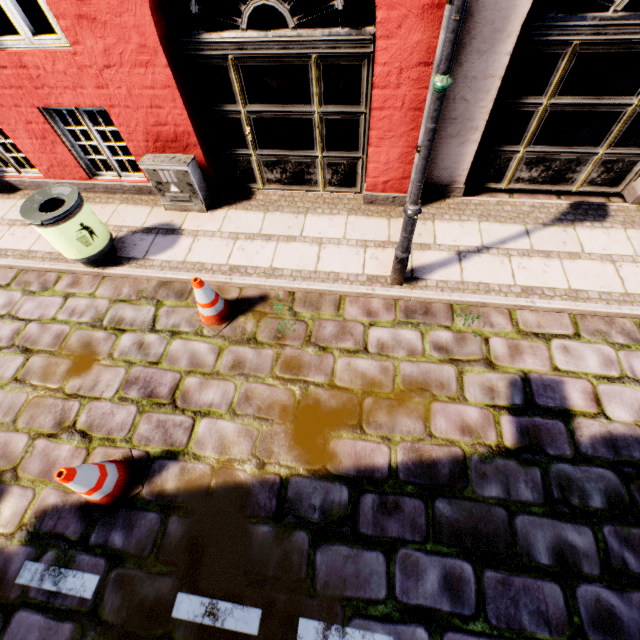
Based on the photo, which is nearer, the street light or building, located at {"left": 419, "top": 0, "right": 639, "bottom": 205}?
the street light

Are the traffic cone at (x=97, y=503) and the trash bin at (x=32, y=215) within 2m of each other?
no

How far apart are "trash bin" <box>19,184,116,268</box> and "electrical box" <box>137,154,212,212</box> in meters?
0.9

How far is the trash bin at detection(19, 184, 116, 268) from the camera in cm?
403

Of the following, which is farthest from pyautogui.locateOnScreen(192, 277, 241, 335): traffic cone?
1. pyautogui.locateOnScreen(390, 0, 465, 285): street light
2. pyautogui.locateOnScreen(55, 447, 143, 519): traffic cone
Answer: pyautogui.locateOnScreen(390, 0, 465, 285): street light

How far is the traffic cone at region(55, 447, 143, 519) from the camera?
2.8m

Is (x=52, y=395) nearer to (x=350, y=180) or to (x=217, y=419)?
(x=217, y=419)

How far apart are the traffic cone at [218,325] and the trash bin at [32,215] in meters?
1.7
